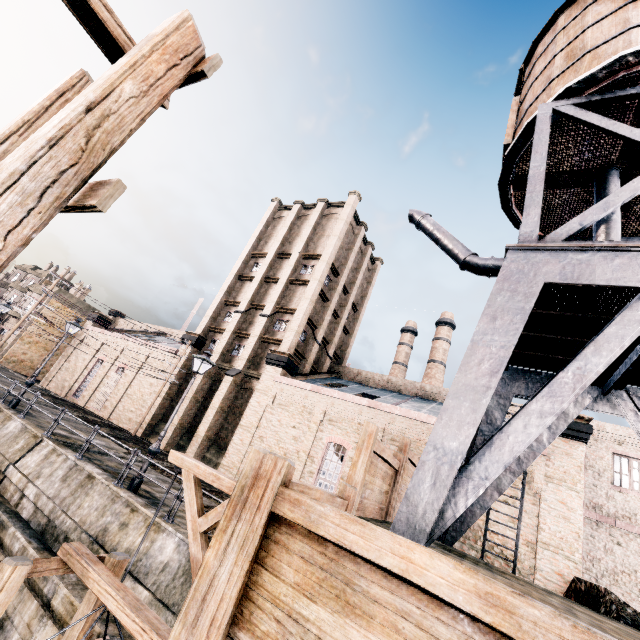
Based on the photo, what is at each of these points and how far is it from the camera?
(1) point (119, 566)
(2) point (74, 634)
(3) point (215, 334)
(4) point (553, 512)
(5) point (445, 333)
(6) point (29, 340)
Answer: (1) wooden scaffolding, 7.35m
(2) wooden scaffolding, 6.75m
(3) building, 32.12m
(4) building, 15.12m
(5) chimney, 49.16m
(6) building, 45.19m

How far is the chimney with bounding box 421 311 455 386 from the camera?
46.2 meters

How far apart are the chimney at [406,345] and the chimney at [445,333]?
2.5 meters

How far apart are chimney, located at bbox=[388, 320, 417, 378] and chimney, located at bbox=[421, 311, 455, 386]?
2.53m

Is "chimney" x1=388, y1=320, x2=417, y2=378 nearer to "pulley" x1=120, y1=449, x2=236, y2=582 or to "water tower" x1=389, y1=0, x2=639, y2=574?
"water tower" x1=389, y1=0, x2=639, y2=574

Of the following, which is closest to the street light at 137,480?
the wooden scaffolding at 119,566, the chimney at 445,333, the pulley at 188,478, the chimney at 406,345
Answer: the wooden scaffolding at 119,566

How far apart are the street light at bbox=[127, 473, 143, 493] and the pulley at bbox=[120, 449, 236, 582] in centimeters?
630cm

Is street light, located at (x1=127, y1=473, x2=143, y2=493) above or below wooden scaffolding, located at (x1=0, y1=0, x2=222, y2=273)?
below
